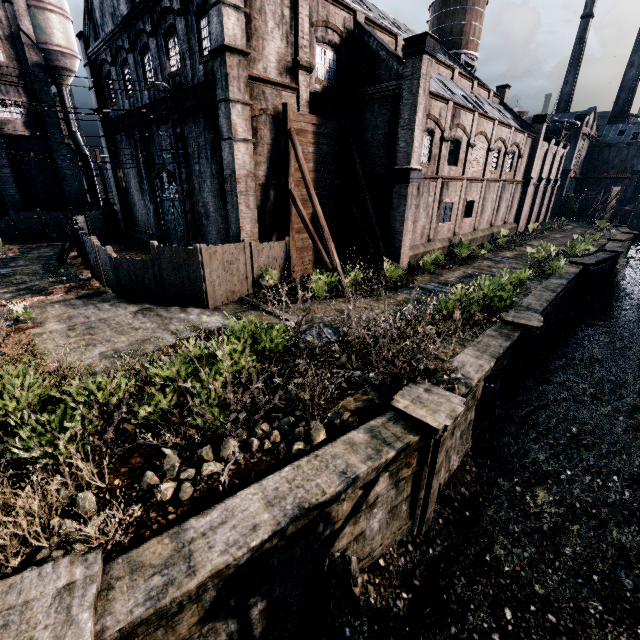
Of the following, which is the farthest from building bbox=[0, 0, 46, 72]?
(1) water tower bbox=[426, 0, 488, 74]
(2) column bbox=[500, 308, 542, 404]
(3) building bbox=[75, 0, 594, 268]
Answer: (2) column bbox=[500, 308, 542, 404]

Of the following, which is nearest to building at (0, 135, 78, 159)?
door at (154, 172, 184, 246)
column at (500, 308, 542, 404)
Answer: door at (154, 172, 184, 246)

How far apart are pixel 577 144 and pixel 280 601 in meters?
79.0

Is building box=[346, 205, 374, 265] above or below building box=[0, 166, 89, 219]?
below

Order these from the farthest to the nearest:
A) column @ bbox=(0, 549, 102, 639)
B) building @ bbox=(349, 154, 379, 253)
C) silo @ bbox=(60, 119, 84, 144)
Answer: silo @ bbox=(60, 119, 84, 144) < building @ bbox=(349, 154, 379, 253) < column @ bbox=(0, 549, 102, 639)

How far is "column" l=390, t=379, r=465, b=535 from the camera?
7.8 meters

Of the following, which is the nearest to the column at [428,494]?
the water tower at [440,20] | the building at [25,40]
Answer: the building at [25,40]

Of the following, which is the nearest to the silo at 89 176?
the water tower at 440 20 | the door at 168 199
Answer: the door at 168 199
